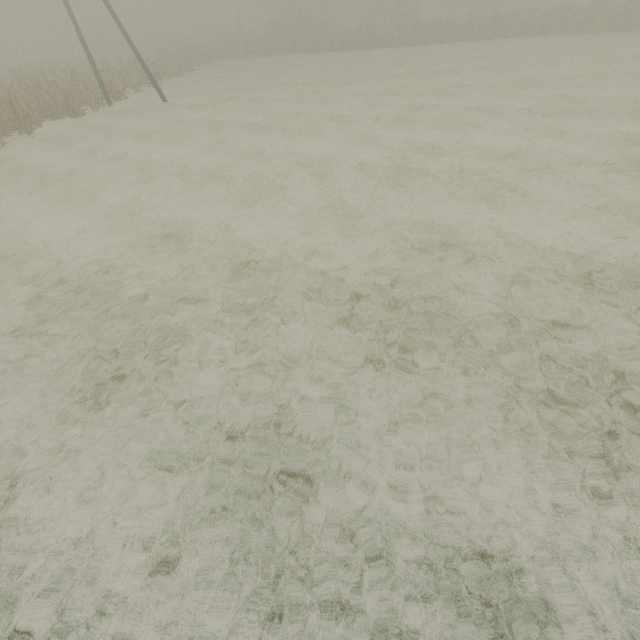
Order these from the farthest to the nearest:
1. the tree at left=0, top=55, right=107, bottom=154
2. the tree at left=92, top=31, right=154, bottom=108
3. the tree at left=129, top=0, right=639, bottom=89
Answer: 1. the tree at left=129, top=0, right=639, bottom=89
2. the tree at left=92, top=31, right=154, bottom=108
3. the tree at left=0, top=55, right=107, bottom=154

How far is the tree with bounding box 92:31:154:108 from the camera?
21.20m

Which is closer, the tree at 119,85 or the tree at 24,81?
the tree at 24,81

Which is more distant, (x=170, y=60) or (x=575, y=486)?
(x=170, y=60)

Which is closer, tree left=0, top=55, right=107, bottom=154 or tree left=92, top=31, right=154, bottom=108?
tree left=0, top=55, right=107, bottom=154
